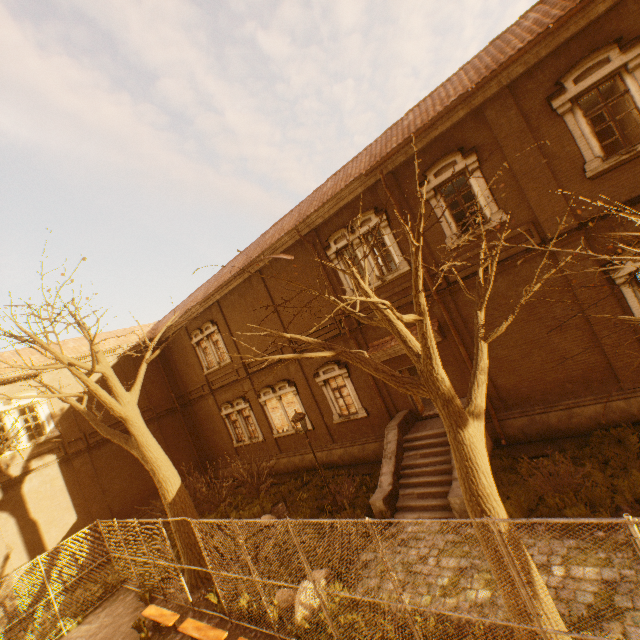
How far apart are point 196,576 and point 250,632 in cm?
394

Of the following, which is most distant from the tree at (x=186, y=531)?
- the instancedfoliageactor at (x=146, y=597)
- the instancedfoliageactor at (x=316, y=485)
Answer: the instancedfoliageactor at (x=316, y=485)

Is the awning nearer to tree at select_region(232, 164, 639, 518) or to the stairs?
the stairs

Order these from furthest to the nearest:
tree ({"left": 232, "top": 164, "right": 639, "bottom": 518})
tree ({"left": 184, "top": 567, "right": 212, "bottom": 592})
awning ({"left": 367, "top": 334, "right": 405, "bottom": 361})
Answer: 1. awning ({"left": 367, "top": 334, "right": 405, "bottom": 361})
2. tree ({"left": 184, "top": 567, "right": 212, "bottom": 592})
3. tree ({"left": 232, "top": 164, "right": 639, "bottom": 518})

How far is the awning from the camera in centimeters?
1270cm

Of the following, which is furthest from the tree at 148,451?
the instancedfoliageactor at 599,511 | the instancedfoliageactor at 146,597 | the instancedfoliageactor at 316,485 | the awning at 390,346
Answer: the awning at 390,346

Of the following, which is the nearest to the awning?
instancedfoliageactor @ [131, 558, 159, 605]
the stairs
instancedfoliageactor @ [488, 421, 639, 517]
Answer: the stairs

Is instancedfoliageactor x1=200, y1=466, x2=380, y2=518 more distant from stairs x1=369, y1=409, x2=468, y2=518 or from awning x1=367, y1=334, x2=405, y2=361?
awning x1=367, y1=334, x2=405, y2=361
